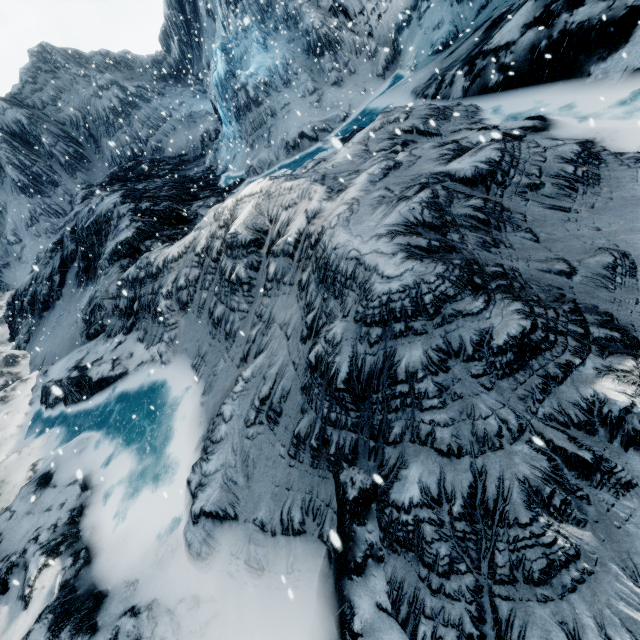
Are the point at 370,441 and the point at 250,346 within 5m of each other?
yes
